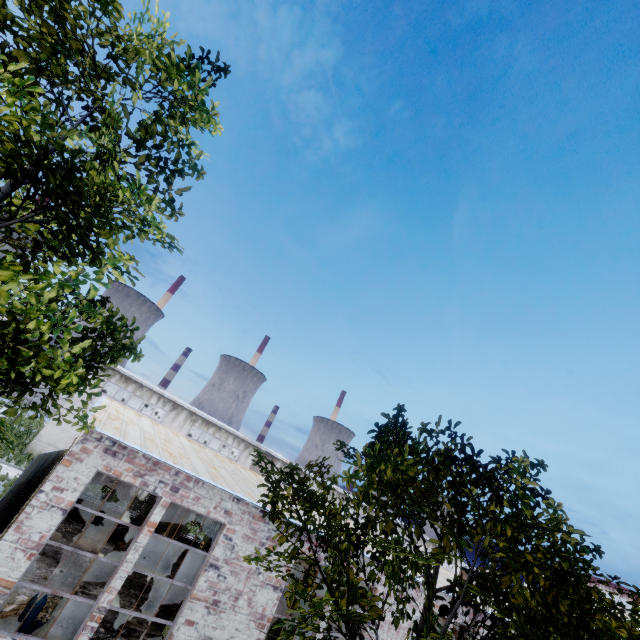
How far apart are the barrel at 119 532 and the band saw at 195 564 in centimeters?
352cm

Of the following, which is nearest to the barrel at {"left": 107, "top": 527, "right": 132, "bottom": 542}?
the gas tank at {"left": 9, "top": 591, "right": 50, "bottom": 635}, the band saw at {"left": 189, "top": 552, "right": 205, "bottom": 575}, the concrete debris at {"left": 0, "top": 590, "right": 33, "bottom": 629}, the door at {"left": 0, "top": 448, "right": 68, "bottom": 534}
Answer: the band saw at {"left": 189, "top": 552, "right": 205, "bottom": 575}

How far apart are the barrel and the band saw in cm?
352

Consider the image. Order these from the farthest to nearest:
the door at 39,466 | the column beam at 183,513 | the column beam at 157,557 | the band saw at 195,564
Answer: the band saw at 195,564
the column beam at 183,513
the column beam at 157,557
the door at 39,466

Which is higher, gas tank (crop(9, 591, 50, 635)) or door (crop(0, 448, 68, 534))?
door (crop(0, 448, 68, 534))

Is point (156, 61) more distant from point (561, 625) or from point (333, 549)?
point (561, 625)

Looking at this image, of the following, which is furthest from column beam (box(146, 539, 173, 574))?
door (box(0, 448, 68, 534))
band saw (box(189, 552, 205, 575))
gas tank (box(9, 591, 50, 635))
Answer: door (box(0, 448, 68, 534))

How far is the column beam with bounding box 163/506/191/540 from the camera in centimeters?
1577cm
